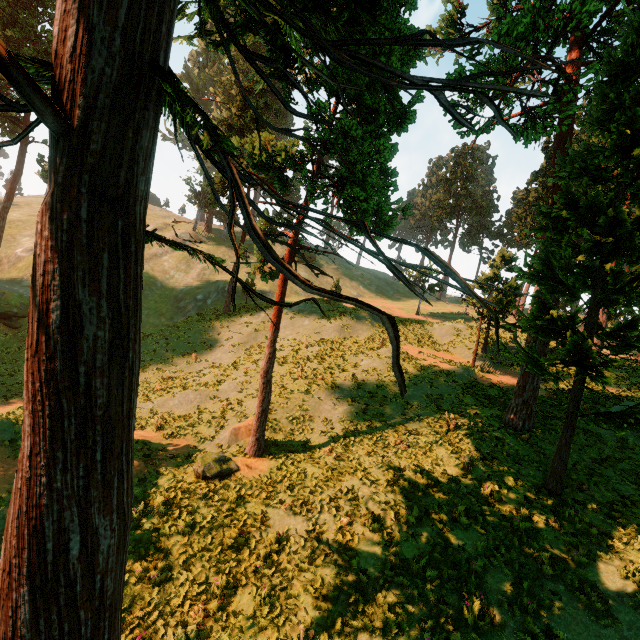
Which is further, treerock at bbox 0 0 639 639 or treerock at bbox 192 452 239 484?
treerock at bbox 192 452 239 484

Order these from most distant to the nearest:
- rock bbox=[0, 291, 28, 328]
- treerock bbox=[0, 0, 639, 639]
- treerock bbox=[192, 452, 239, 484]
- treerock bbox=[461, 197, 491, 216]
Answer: treerock bbox=[461, 197, 491, 216], rock bbox=[0, 291, 28, 328], treerock bbox=[192, 452, 239, 484], treerock bbox=[0, 0, 639, 639]

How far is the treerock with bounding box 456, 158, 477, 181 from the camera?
57.8m

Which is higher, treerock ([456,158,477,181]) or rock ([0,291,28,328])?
treerock ([456,158,477,181])

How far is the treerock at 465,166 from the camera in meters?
57.8

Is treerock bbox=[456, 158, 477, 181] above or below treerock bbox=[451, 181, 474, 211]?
above

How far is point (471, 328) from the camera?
33.7 meters

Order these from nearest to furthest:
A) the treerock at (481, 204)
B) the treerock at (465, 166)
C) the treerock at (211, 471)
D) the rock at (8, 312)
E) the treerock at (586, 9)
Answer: the treerock at (586, 9) → the treerock at (211, 471) → the rock at (8, 312) → the treerock at (481, 204) → the treerock at (465, 166)
